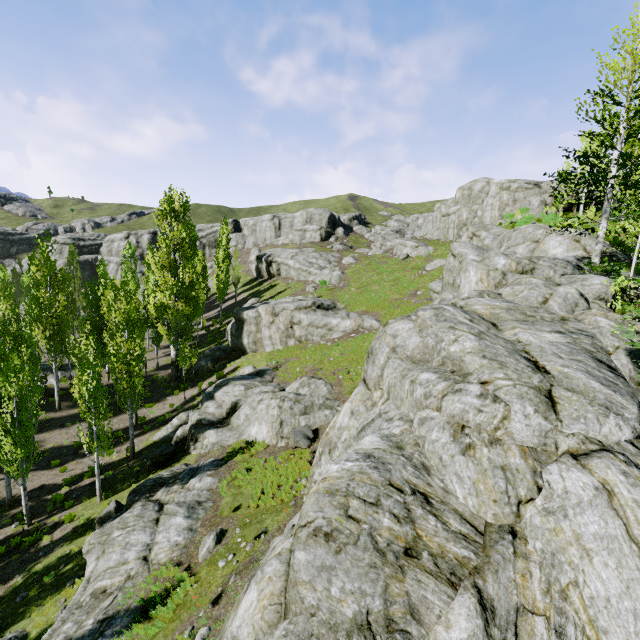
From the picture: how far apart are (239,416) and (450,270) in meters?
15.8

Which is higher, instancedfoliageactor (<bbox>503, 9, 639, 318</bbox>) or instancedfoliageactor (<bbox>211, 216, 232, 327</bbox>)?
instancedfoliageactor (<bbox>503, 9, 639, 318</bbox>)

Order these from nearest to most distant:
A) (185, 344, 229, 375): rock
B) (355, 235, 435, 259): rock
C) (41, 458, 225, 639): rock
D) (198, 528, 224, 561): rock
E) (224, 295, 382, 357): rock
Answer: Result: (41, 458, 225, 639): rock, (198, 528, 224, 561): rock, (224, 295, 382, 357): rock, (185, 344, 229, 375): rock, (355, 235, 435, 259): rock

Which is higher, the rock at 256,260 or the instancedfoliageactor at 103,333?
the rock at 256,260

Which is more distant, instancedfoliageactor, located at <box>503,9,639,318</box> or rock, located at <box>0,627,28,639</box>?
instancedfoliageactor, located at <box>503,9,639,318</box>

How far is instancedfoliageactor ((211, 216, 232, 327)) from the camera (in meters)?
41.10

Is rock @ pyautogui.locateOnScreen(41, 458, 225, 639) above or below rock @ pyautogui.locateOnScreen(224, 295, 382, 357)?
below

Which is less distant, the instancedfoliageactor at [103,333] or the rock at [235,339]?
the instancedfoliageactor at [103,333]
